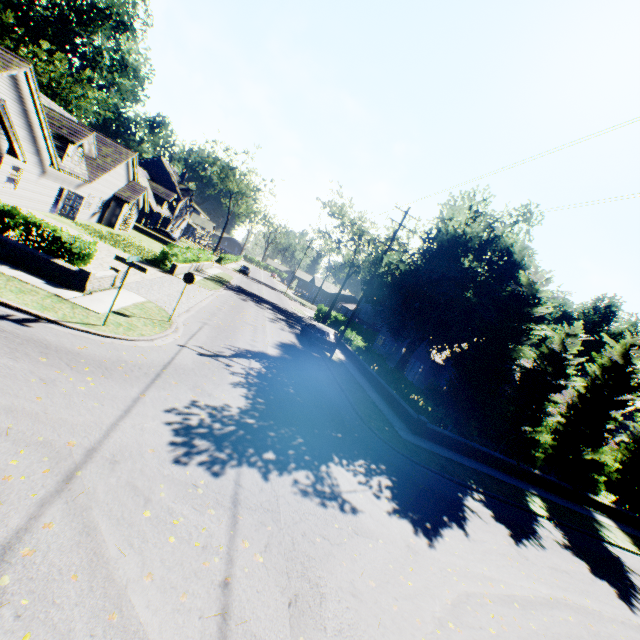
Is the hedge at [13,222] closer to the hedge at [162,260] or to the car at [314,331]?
the hedge at [162,260]

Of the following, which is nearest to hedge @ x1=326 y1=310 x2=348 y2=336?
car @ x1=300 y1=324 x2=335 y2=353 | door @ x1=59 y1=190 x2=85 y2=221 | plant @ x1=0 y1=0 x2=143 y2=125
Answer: car @ x1=300 y1=324 x2=335 y2=353

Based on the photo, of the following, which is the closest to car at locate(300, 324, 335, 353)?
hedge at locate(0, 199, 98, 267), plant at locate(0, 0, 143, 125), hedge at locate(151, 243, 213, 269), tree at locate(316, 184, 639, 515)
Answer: tree at locate(316, 184, 639, 515)

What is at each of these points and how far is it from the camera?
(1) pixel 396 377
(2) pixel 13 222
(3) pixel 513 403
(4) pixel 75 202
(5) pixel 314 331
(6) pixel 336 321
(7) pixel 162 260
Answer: (1) hedge, 20.6 meters
(2) hedge, 11.8 meters
(3) tree, 18.7 meters
(4) door, 25.5 meters
(5) car, 25.0 meters
(6) hedge, 47.3 meters
(7) hedge, 25.0 meters

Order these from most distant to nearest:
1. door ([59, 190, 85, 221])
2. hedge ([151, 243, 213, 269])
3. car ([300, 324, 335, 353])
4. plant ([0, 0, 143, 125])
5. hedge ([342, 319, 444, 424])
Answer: plant ([0, 0, 143, 125])
door ([59, 190, 85, 221])
hedge ([151, 243, 213, 269])
car ([300, 324, 335, 353])
hedge ([342, 319, 444, 424])

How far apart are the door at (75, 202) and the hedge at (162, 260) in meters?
7.3 m

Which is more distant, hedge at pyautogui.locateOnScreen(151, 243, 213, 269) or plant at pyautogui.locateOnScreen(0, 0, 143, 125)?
plant at pyautogui.locateOnScreen(0, 0, 143, 125)

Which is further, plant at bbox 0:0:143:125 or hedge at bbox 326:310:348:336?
plant at bbox 0:0:143:125
